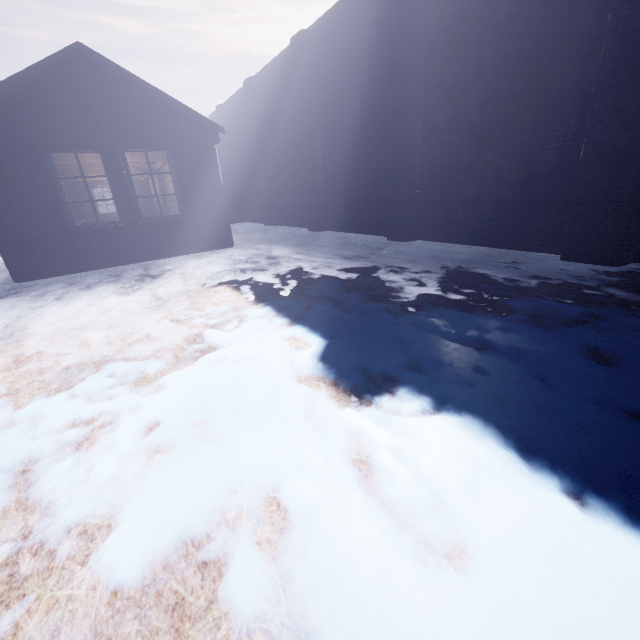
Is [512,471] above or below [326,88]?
Result: below
